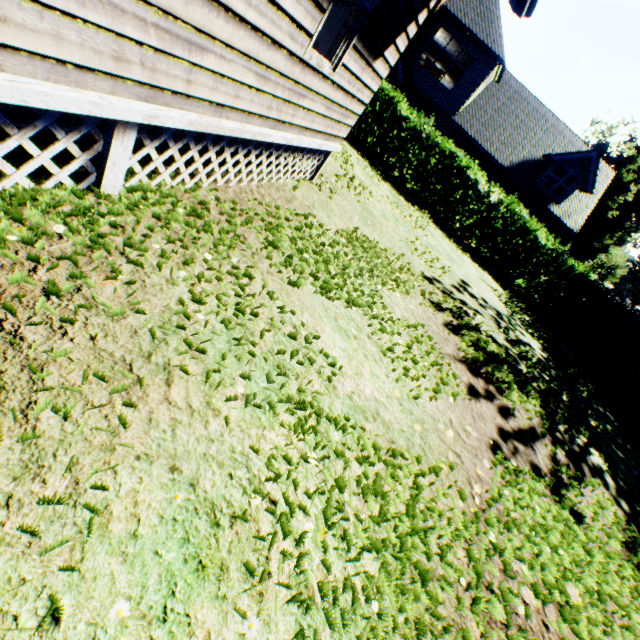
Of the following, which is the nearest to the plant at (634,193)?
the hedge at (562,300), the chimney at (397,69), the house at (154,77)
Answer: the hedge at (562,300)

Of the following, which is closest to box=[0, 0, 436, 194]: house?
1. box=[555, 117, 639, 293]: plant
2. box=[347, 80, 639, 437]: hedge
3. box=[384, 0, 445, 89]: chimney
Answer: box=[347, 80, 639, 437]: hedge

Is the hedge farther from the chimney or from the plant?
the plant

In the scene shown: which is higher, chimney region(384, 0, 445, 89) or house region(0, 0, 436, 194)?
chimney region(384, 0, 445, 89)

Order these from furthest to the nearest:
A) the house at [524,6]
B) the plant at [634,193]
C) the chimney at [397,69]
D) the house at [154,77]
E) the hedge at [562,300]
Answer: the plant at [634,193]
the chimney at [397,69]
the hedge at [562,300]
the house at [524,6]
the house at [154,77]

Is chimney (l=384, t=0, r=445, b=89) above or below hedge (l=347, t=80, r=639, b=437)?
above

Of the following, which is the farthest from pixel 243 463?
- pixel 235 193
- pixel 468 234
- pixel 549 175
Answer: pixel 549 175

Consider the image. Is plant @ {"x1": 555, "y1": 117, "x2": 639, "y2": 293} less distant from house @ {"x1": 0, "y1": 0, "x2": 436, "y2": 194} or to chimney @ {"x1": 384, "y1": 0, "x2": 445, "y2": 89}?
chimney @ {"x1": 384, "y1": 0, "x2": 445, "y2": 89}
